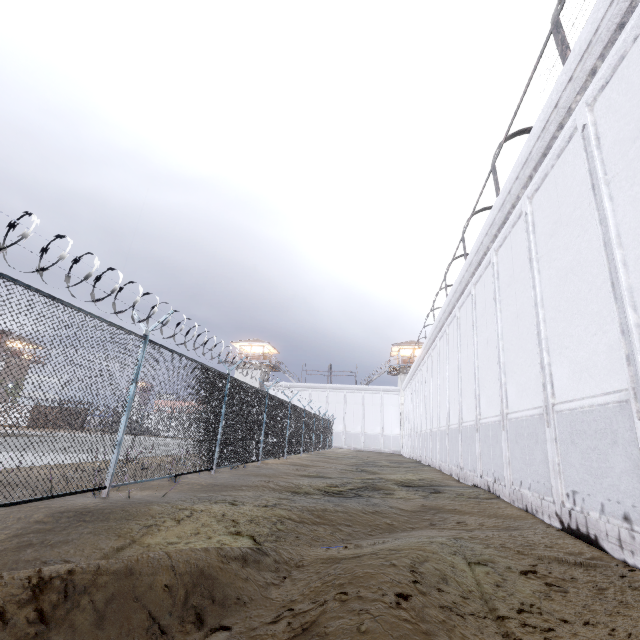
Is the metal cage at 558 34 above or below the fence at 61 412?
above

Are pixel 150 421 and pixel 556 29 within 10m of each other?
no

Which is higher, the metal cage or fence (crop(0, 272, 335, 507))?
the metal cage

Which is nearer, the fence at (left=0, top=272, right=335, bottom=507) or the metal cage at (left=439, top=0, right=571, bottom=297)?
the fence at (left=0, top=272, right=335, bottom=507)

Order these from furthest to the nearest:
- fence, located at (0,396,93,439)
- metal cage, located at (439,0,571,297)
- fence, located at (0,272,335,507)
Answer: metal cage, located at (439,0,571,297), fence, located at (0,272,335,507), fence, located at (0,396,93,439)

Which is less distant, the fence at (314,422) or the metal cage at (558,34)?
the fence at (314,422)

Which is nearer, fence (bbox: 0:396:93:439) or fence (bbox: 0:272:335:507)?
fence (bbox: 0:396:93:439)
